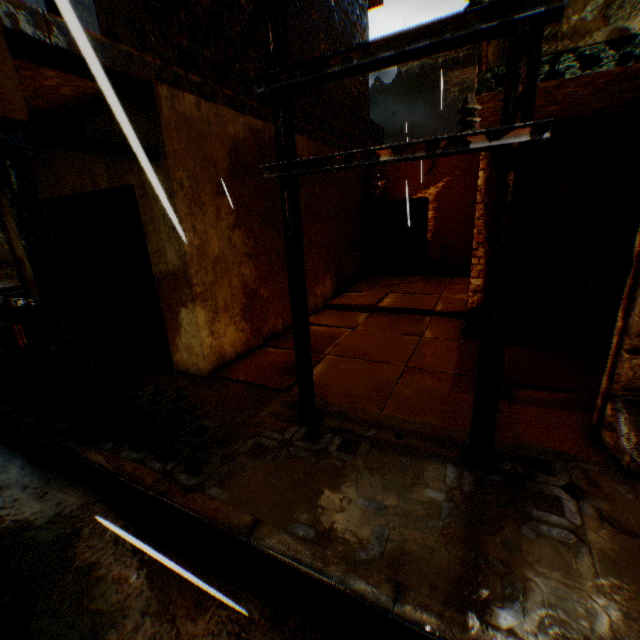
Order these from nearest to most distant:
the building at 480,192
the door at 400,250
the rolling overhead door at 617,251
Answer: the rolling overhead door at 617,251 → the building at 480,192 → the door at 400,250

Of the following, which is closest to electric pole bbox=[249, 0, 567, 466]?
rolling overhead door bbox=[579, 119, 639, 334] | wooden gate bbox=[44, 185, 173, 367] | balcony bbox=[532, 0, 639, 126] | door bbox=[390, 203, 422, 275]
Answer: balcony bbox=[532, 0, 639, 126]

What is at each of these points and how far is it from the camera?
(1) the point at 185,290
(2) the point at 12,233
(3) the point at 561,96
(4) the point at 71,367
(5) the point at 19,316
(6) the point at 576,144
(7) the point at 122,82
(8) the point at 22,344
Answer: (1) building, 4.6m
(2) building, 6.3m
(3) balcony, 3.3m
(4) wooden beam, 3.4m
(5) trash bag, 6.6m
(6) building, 4.7m
(7) wooden beam, 3.5m
(8) wooden box, 6.2m

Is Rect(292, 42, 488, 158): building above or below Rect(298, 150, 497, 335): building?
above

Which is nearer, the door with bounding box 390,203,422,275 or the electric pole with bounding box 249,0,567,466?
the electric pole with bounding box 249,0,567,466

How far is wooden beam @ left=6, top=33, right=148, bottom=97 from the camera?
2.71m

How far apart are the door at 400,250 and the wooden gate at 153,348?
7.98m

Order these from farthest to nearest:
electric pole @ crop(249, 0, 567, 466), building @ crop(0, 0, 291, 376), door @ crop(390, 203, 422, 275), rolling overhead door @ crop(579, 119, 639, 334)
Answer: door @ crop(390, 203, 422, 275)
rolling overhead door @ crop(579, 119, 639, 334)
building @ crop(0, 0, 291, 376)
electric pole @ crop(249, 0, 567, 466)
